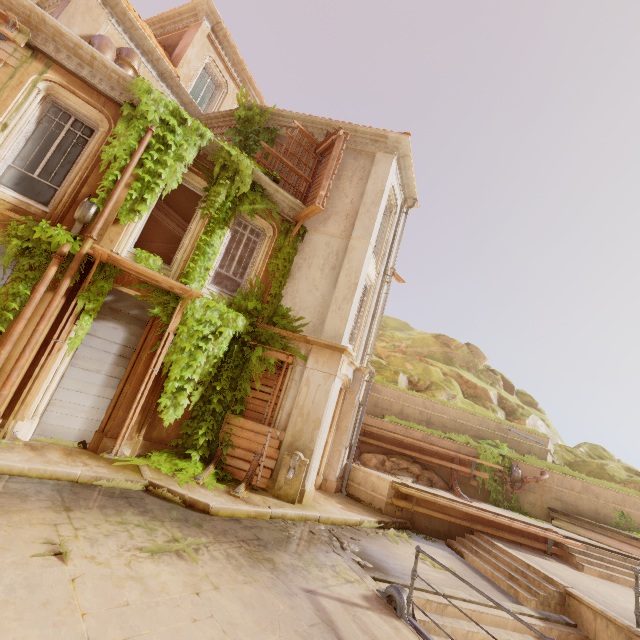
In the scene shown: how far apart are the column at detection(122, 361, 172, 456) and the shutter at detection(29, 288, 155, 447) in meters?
0.0

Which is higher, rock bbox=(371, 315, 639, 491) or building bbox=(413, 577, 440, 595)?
rock bbox=(371, 315, 639, 491)

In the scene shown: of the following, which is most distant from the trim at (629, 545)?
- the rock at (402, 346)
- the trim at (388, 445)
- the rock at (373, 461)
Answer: the rock at (402, 346)

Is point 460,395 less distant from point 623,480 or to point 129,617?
point 623,480

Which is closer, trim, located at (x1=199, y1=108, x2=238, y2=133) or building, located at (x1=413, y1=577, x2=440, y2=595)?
building, located at (x1=413, y1=577, x2=440, y2=595)

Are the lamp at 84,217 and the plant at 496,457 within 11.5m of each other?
no

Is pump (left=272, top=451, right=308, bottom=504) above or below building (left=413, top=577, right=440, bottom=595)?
above

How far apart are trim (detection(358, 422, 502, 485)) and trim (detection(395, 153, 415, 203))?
9.78m
